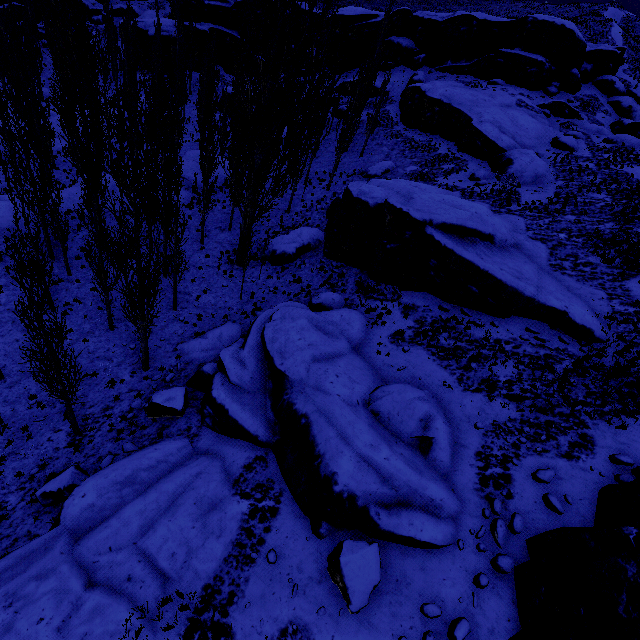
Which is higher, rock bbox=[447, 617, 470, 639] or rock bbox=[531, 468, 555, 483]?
rock bbox=[531, 468, 555, 483]

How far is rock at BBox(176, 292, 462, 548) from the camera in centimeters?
932cm

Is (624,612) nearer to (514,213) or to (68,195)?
(514,213)

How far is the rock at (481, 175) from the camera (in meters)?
25.36

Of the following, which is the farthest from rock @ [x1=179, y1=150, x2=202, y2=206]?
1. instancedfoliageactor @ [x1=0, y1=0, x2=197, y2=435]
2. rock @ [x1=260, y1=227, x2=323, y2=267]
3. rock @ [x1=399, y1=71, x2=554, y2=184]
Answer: rock @ [x1=399, y1=71, x2=554, y2=184]

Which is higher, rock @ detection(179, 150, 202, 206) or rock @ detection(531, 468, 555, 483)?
rock @ detection(531, 468, 555, 483)

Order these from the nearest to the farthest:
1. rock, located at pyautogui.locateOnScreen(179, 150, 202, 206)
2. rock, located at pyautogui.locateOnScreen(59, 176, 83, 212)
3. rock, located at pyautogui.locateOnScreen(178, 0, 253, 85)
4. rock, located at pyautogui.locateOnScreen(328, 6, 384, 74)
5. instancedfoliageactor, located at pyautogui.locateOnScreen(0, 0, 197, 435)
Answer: instancedfoliageactor, located at pyautogui.locateOnScreen(0, 0, 197, 435), rock, located at pyautogui.locateOnScreen(59, 176, 83, 212), rock, located at pyautogui.locateOnScreen(179, 150, 202, 206), rock, located at pyautogui.locateOnScreen(328, 6, 384, 74), rock, located at pyautogui.locateOnScreen(178, 0, 253, 85)

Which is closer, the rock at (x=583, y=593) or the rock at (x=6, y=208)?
the rock at (x=583, y=593)
